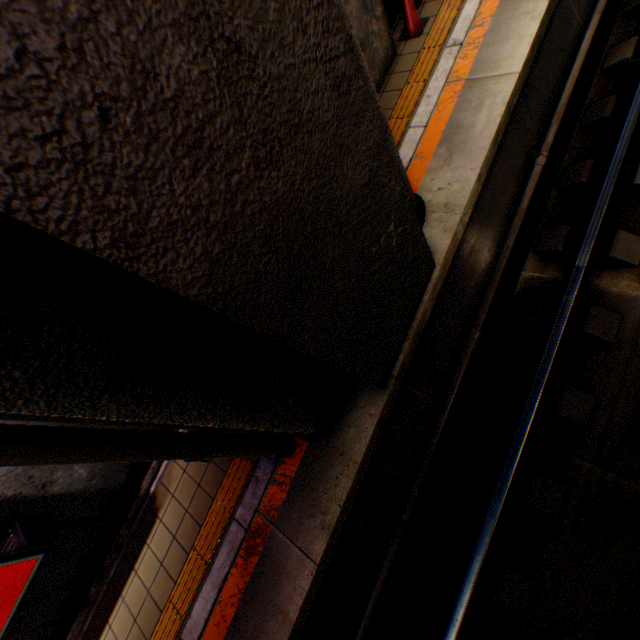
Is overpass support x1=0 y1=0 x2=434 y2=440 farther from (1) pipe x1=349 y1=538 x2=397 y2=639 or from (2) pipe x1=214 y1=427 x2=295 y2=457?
(1) pipe x1=349 y1=538 x2=397 y2=639

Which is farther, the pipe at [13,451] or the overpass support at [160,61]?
the pipe at [13,451]

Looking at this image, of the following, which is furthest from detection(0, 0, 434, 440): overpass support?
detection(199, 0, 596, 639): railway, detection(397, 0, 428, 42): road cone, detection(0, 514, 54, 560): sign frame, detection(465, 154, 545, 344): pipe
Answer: detection(397, 0, 428, 42): road cone

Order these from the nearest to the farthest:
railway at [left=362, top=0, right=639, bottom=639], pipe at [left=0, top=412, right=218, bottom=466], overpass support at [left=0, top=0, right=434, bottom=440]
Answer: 1. overpass support at [left=0, top=0, right=434, bottom=440]
2. pipe at [left=0, top=412, right=218, bottom=466]
3. railway at [left=362, top=0, right=639, bottom=639]

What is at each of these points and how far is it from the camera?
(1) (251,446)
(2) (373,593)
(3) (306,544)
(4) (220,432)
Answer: (1) pipe, 3.08m
(2) pipe, 3.69m
(3) railway, 3.29m
(4) pipe support, 2.66m

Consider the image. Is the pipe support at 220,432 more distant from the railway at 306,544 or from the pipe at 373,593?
the pipe at 373,593

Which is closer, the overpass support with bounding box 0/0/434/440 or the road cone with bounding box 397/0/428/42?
the overpass support with bounding box 0/0/434/440

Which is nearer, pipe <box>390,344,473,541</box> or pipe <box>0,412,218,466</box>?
pipe <box>0,412,218,466</box>
